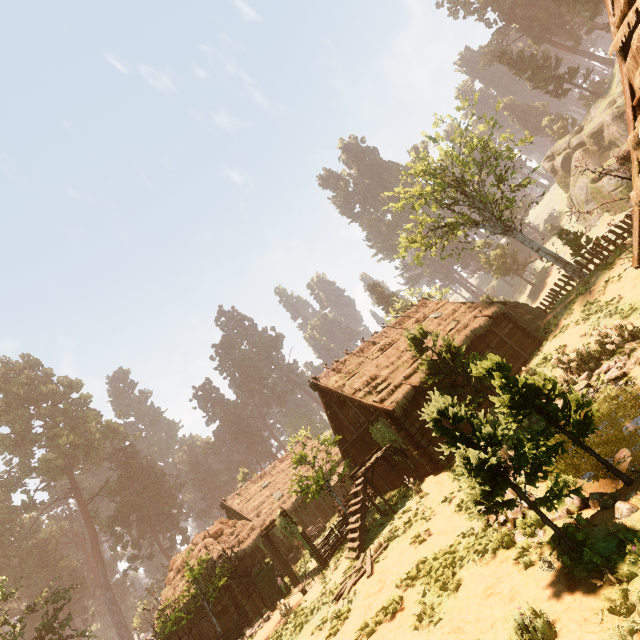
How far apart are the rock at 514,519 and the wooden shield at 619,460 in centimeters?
192cm

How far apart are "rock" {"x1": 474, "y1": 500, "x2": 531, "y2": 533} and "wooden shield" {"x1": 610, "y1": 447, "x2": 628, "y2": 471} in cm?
192

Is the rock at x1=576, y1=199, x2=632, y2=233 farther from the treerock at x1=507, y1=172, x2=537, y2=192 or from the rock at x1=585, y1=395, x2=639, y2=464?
the rock at x1=585, y1=395, x2=639, y2=464

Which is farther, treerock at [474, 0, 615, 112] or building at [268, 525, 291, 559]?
treerock at [474, 0, 615, 112]

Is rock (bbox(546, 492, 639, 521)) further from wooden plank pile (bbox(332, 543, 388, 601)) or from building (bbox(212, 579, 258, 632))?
wooden plank pile (bbox(332, 543, 388, 601))

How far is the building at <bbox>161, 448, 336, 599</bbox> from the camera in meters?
22.0

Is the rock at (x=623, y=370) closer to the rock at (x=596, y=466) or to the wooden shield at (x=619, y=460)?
the rock at (x=596, y=466)

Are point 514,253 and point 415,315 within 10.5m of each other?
no
